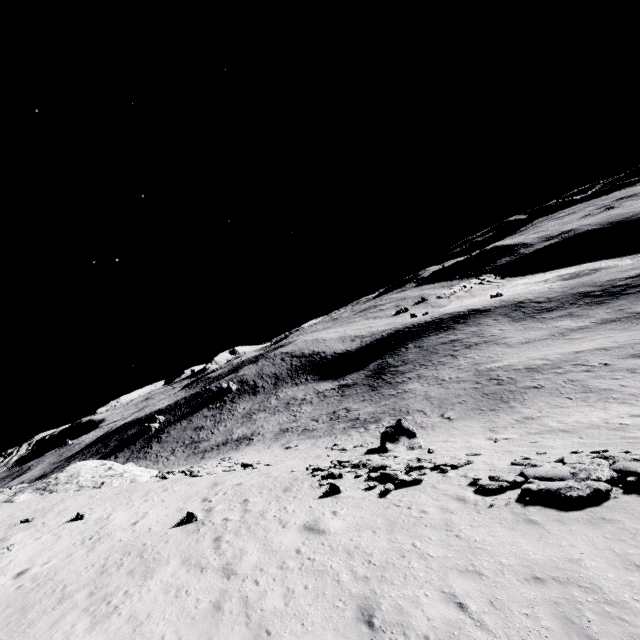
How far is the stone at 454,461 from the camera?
15.5 meters

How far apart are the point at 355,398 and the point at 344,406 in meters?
2.7 m

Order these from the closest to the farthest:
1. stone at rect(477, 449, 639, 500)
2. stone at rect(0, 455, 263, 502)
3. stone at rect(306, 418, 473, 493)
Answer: stone at rect(477, 449, 639, 500) < stone at rect(306, 418, 473, 493) < stone at rect(0, 455, 263, 502)

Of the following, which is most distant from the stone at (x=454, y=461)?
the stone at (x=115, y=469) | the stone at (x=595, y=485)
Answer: the stone at (x=115, y=469)

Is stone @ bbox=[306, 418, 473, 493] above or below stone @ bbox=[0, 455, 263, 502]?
below

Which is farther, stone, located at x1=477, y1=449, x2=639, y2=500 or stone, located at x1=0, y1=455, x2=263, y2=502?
stone, located at x1=0, y1=455, x2=263, y2=502

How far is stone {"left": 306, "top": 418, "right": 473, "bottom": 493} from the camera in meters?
15.5 m

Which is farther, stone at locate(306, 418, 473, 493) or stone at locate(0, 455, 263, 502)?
stone at locate(0, 455, 263, 502)
